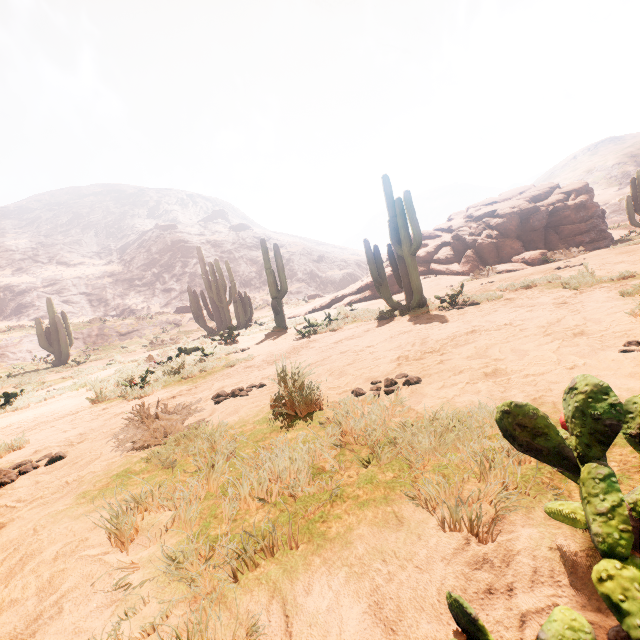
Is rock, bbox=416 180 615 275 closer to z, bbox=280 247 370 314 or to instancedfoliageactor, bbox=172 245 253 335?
instancedfoliageactor, bbox=172 245 253 335

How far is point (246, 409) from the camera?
3.5m

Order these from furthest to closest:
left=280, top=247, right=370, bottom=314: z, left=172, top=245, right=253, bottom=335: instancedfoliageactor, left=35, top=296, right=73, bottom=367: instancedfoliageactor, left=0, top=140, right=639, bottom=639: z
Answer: left=280, top=247, right=370, bottom=314: z, left=35, top=296, right=73, bottom=367: instancedfoliageactor, left=172, top=245, right=253, bottom=335: instancedfoliageactor, left=0, top=140, right=639, bottom=639: z

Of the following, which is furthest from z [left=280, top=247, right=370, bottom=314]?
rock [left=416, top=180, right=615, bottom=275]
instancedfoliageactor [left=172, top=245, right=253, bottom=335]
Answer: instancedfoliageactor [left=172, top=245, right=253, bottom=335]

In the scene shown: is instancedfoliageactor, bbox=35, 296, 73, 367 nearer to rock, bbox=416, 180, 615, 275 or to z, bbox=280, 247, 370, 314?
rock, bbox=416, 180, 615, 275

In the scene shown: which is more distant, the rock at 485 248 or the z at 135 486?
the rock at 485 248

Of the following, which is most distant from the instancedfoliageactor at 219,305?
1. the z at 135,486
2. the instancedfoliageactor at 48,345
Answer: the instancedfoliageactor at 48,345

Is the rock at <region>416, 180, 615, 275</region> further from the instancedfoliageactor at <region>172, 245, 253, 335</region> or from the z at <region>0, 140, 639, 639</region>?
the instancedfoliageactor at <region>172, 245, 253, 335</region>
